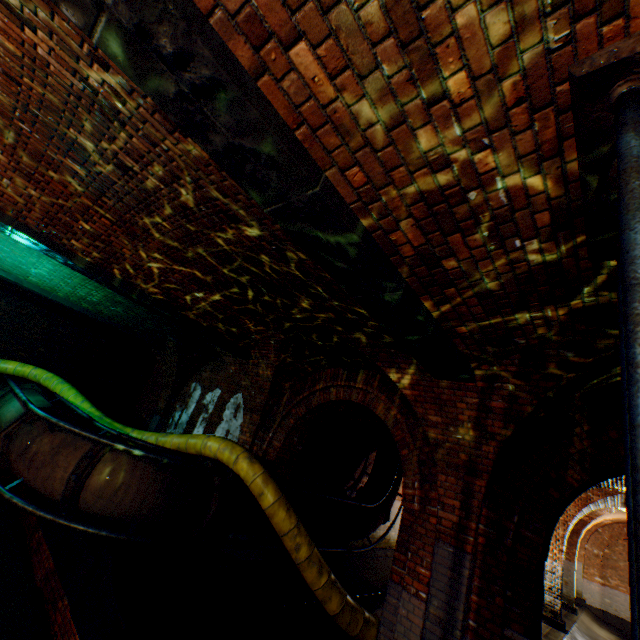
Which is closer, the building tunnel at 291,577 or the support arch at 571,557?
the building tunnel at 291,577

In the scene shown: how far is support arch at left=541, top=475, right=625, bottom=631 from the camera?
10.2m

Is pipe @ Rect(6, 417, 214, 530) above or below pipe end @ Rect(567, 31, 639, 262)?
below

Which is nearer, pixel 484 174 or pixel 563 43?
pixel 563 43

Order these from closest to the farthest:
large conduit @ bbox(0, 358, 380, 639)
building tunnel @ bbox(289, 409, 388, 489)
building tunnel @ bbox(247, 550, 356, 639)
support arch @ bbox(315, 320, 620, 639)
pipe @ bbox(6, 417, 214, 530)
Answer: support arch @ bbox(315, 320, 620, 639) → pipe @ bbox(6, 417, 214, 530) → large conduit @ bbox(0, 358, 380, 639) → building tunnel @ bbox(247, 550, 356, 639) → building tunnel @ bbox(289, 409, 388, 489)

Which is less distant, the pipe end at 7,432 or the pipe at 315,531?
the pipe end at 7,432

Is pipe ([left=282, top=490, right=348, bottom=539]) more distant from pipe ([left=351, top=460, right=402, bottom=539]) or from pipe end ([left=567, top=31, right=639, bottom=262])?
pipe end ([left=567, top=31, right=639, bottom=262])

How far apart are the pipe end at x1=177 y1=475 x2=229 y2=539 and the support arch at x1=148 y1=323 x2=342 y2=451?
1.3m
